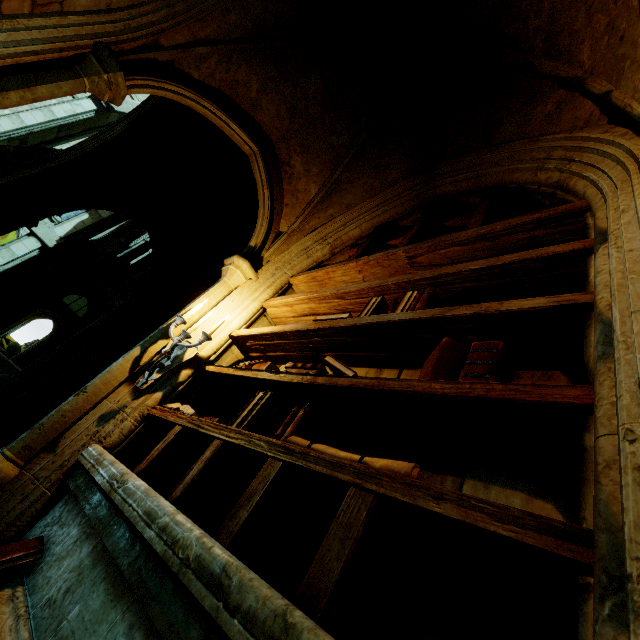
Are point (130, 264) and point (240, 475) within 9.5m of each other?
no

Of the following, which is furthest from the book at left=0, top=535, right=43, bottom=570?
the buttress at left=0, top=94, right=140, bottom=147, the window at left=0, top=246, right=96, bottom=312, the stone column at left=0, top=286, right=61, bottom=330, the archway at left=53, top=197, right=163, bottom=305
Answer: the stone column at left=0, top=286, right=61, bottom=330

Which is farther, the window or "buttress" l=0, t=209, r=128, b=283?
the window

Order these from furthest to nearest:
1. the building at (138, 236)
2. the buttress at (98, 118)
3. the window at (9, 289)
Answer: the building at (138, 236) → the window at (9, 289) → the buttress at (98, 118)

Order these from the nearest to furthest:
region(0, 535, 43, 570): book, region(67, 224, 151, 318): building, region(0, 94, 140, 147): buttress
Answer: region(0, 535, 43, 570): book < region(0, 94, 140, 147): buttress < region(67, 224, 151, 318): building

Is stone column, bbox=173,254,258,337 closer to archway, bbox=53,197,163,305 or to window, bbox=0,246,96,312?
archway, bbox=53,197,163,305

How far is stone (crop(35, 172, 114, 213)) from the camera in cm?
589

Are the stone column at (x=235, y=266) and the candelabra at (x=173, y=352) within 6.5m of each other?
yes
